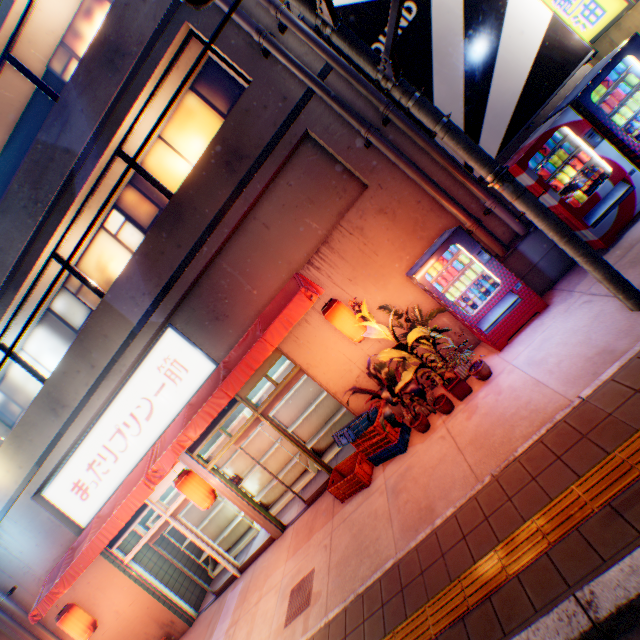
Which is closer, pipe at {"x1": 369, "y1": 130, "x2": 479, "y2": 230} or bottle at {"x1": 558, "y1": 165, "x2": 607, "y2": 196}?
bottle at {"x1": 558, "y1": 165, "x2": 607, "y2": 196}

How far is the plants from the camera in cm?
536

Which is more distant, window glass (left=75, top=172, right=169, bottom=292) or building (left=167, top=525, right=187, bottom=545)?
building (left=167, top=525, right=187, bottom=545)

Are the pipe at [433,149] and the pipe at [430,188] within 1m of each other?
yes

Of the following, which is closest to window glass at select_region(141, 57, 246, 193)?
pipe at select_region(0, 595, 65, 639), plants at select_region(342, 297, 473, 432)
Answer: pipe at select_region(0, 595, 65, 639)

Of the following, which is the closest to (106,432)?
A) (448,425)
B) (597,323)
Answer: (448,425)

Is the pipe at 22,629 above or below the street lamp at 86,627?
above

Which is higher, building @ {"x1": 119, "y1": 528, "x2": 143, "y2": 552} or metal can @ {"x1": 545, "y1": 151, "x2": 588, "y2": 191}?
building @ {"x1": 119, "y1": 528, "x2": 143, "y2": 552}
